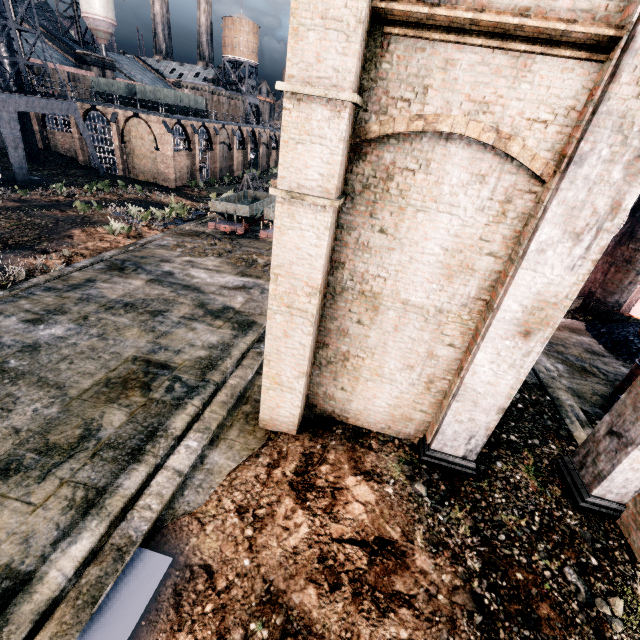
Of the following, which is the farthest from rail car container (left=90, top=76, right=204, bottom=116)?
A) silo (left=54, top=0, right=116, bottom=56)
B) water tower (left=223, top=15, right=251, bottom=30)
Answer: silo (left=54, top=0, right=116, bottom=56)

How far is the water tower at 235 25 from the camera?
59.2m

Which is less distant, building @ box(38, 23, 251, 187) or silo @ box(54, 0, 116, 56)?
building @ box(38, 23, 251, 187)

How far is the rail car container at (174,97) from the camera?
41.3m

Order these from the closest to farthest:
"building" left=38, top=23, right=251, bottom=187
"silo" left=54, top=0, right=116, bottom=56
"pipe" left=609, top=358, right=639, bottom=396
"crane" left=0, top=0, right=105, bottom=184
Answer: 1. "pipe" left=609, top=358, right=639, bottom=396
2. "crane" left=0, top=0, right=105, bottom=184
3. "building" left=38, top=23, right=251, bottom=187
4. "silo" left=54, top=0, right=116, bottom=56

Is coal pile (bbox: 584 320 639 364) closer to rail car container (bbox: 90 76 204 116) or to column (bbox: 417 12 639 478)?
column (bbox: 417 12 639 478)

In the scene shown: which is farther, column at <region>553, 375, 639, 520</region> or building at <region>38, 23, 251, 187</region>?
building at <region>38, 23, 251, 187</region>

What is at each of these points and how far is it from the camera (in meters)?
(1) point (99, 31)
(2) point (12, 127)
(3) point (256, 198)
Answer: (1) silo, 54.06
(2) crane, 29.39
(3) rail car, 29.94
